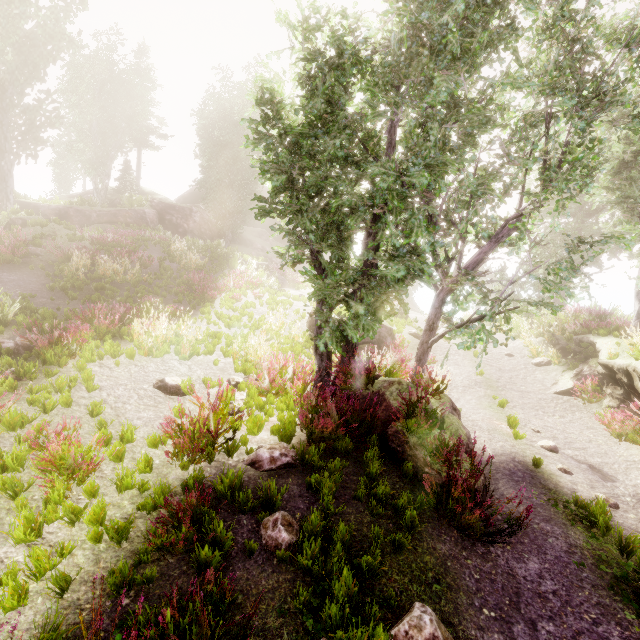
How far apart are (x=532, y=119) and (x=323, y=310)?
6.85m

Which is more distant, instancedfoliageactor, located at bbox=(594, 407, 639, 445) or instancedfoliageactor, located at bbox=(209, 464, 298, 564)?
instancedfoliageactor, located at bbox=(594, 407, 639, 445)

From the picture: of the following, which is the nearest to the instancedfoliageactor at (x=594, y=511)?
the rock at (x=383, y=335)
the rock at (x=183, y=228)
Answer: → the rock at (x=183, y=228)

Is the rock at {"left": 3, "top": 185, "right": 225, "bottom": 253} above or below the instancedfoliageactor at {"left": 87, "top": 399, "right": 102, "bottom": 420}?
above

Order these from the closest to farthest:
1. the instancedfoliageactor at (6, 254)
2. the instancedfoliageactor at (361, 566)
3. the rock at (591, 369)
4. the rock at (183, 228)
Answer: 1. the instancedfoliageactor at (361, 566)
2. the rock at (591, 369)
3. the instancedfoliageactor at (6, 254)
4. the rock at (183, 228)

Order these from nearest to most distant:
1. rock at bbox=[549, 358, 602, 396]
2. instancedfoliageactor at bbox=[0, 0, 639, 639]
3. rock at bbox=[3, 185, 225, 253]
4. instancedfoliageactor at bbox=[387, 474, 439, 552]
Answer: instancedfoliageactor at bbox=[387, 474, 439, 552]
instancedfoliageactor at bbox=[0, 0, 639, 639]
rock at bbox=[549, 358, 602, 396]
rock at bbox=[3, 185, 225, 253]

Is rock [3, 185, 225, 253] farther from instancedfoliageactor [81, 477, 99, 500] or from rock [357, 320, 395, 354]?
rock [357, 320, 395, 354]

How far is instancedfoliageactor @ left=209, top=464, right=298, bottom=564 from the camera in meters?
4.0
